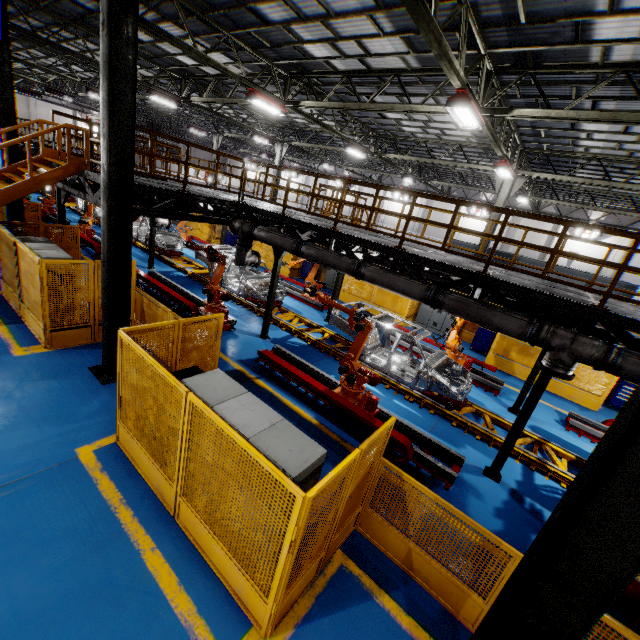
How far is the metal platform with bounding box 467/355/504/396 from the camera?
11.16m

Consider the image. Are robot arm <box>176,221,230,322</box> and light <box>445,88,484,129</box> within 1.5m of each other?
no

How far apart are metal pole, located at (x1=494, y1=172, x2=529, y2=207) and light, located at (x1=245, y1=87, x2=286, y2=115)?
10.1 meters

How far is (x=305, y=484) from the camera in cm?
357

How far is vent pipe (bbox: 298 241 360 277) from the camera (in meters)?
8.07

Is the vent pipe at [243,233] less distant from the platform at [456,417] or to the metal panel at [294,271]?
the platform at [456,417]

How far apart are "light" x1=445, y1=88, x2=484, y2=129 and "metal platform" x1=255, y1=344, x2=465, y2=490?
7.47m

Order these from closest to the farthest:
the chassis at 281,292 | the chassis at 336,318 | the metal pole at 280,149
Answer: the chassis at 336,318
the chassis at 281,292
the metal pole at 280,149
